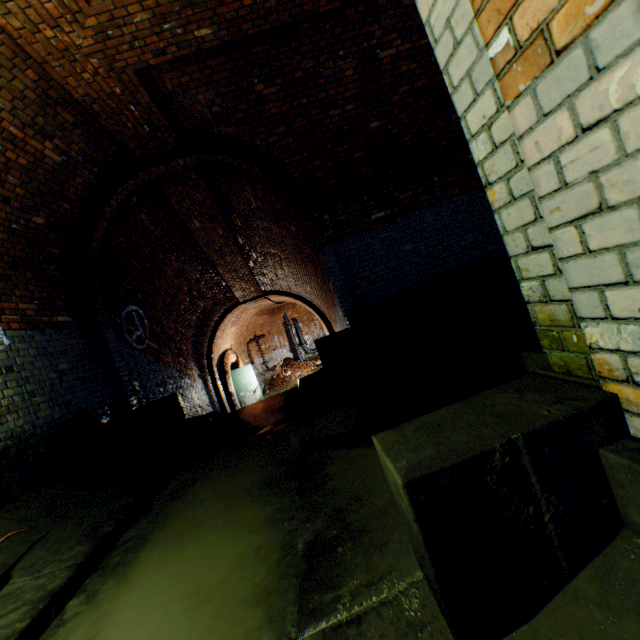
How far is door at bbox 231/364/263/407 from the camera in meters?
13.9

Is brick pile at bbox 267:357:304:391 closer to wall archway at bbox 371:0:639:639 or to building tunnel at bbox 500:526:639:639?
building tunnel at bbox 500:526:639:639

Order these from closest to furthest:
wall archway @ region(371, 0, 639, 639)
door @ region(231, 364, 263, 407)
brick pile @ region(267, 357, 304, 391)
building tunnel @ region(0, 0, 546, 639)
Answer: wall archway @ region(371, 0, 639, 639) < building tunnel @ region(0, 0, 546, 639) < door @ region(231, 364, 263, 407) < brick pile @ region(267, 357, 304, 391)

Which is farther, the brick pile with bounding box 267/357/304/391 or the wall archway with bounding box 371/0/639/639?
the brick pile with bounding box 267/357/304/391

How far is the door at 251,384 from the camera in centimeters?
1387cm

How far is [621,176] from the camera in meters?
0.7 m

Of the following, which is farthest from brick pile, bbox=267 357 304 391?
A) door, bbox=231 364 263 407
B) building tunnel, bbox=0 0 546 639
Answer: door, bbox=231 364 263 407

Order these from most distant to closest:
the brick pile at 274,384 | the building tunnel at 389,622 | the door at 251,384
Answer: the brick pile at 274,384 → the door at 251,384 → the building tunnel at 389,622
